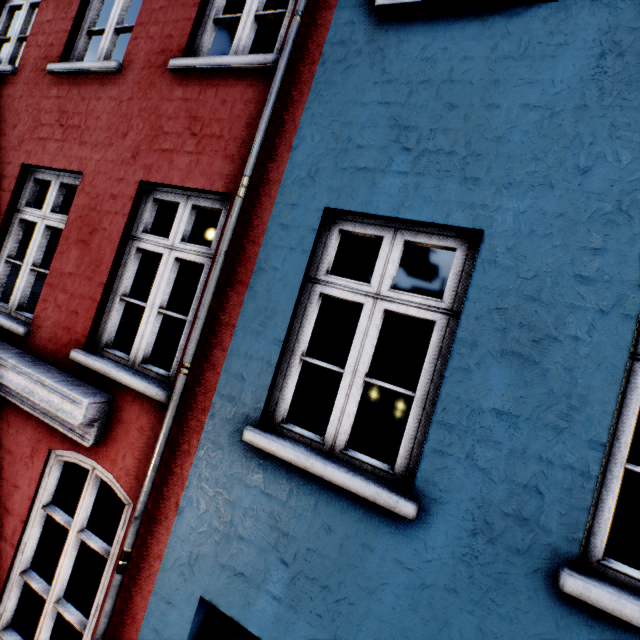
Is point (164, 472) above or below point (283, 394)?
below
